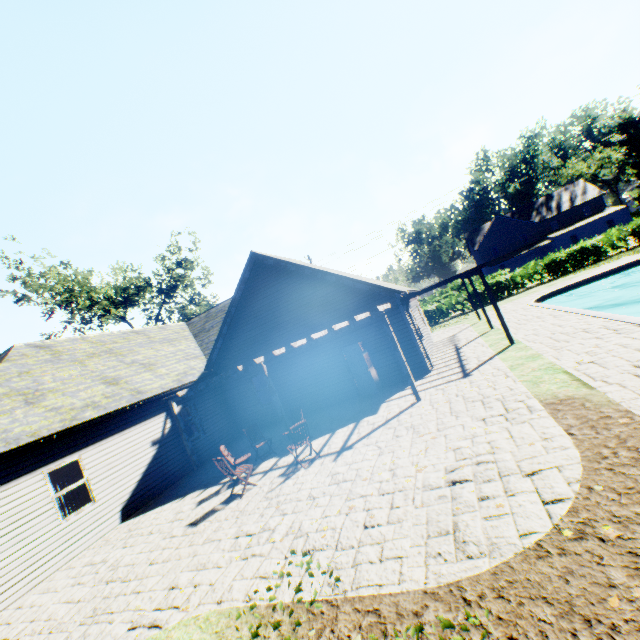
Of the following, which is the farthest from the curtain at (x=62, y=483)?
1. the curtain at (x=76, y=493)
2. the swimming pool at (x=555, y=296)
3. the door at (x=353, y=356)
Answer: the swimming pool at (x=555, y=296)

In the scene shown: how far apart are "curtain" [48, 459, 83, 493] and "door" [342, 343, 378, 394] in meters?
10.0 m

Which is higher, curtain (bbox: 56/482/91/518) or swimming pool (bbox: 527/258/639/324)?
curtain (bbox: 56/482/91/518)

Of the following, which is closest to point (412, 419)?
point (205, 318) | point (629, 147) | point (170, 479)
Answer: point (170, 479)

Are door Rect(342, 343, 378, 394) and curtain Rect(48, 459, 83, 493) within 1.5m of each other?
no

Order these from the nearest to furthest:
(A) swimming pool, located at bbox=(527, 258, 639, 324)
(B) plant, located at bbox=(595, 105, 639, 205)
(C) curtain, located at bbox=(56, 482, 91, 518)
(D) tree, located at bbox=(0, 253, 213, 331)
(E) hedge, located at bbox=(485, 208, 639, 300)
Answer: (C) curtain, located at bbox=(56, 482, 91, 518)
(A) swimming pool, located at bbox=(527, 258, 639, 324)
(E) hedge, located at bbox=(485, 208, 639, 300)
(D) tree, located at bbox=(0, 253, 213, 331)
(B) plant, located at bbox=(595, 105, 639, 205)

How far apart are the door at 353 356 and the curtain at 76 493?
9.97m

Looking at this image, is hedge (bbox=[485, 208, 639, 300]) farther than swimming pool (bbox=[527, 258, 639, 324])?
Yes
